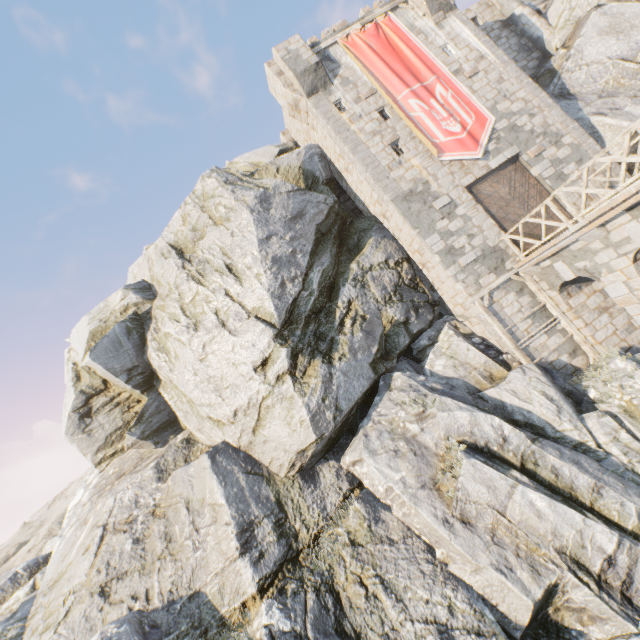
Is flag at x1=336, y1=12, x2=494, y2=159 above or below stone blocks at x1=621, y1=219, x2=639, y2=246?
above

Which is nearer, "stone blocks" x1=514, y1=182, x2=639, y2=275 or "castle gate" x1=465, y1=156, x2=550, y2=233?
"stone blocks" x1=514, y1=182, x2=639, y2=275

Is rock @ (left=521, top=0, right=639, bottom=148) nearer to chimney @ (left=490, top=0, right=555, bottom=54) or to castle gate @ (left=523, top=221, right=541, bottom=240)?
chimney @ (left=490, top=0, right=555, bottom=54)

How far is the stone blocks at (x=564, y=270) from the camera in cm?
1100

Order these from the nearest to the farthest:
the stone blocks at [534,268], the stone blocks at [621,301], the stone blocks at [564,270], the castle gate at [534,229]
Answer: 1. the stone blocks at [534,268]
2. the stone blocks at [621,301]
3. the stone blocks at [564,270]
4. the castle gate at [534,229]

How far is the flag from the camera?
14.1m

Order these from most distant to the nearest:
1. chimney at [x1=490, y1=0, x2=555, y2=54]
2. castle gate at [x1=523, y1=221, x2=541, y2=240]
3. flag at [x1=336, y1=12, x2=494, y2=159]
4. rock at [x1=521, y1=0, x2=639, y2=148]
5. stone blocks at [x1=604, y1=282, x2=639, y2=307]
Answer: chimney at [x1=490, y1=0, x2=555, y2=54] < rock at [x1=521, y1=0, x2=639, y2=148] < flag at [x1=336, y1=12, x2=494, y2=159] < castle gate at [x1=523, y1=221, x2=541, y2=240] < stone blocks at [x1=604, y1=282, x2=639, y2=307]

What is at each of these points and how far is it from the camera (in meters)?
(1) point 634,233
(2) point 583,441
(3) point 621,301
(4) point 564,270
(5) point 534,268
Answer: (1) stone blocks, 8.56
(2) rock, 9.88
(3) stone blocks, 10.02
(4) stone blocks, 11.16
(5) stone blocks, 12.12
